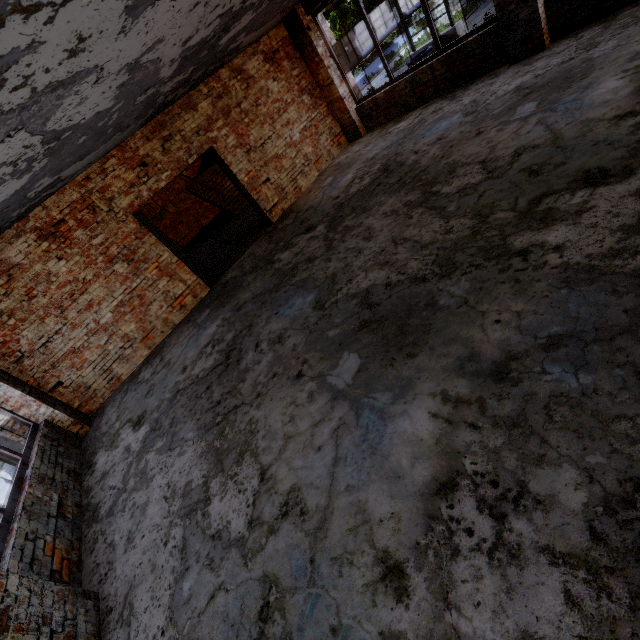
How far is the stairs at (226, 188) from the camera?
12.98m

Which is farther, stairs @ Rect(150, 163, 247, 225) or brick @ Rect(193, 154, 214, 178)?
brick @ Rect(193, 154, 214, 178)

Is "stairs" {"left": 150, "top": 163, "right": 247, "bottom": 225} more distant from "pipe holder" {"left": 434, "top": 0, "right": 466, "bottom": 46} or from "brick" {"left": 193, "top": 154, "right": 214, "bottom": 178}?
"pipe holder" {"left": 434, "top": 0, "right": 466, "bottom": 46}

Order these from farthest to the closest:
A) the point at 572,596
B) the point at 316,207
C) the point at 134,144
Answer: the point at 316,207 → the point at 134,144 → the point at 572,596

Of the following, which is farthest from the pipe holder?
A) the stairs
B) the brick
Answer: the brick

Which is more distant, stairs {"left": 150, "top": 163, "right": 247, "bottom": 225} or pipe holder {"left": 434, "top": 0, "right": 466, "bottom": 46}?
pipe holder {"left": 434, "top": 0, "right": 466, "bottom": 46}

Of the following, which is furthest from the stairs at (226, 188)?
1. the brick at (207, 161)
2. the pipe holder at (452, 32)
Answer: the pipe holder at (452, 32)
